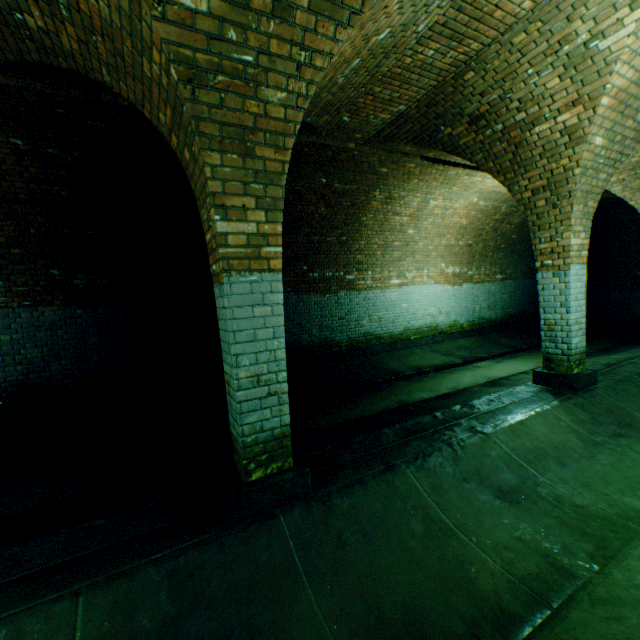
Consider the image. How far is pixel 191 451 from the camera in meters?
4.8

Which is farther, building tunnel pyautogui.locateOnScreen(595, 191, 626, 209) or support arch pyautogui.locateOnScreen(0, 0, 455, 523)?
building tunnel pyautogui.locateOnScreen(595, 191, 626, 209)

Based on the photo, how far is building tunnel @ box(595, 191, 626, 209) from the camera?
10.2 meters

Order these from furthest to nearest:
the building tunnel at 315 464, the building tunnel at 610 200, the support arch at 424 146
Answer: the building tunnel at 610 200
the support arch at 424 146
the building tunnel at 315 464

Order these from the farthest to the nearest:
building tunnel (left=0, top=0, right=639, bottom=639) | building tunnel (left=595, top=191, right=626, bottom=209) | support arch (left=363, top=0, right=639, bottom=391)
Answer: building tunnel (left=595, top=191, right=626, bottom=209) < support arch (left=363, top=0, right=639, bottom=391) < building tunnel (left=0, top=0, right=639, bottom=639)

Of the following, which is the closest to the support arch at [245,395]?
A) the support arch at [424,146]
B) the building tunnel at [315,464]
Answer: the building tunnel at [315,464]

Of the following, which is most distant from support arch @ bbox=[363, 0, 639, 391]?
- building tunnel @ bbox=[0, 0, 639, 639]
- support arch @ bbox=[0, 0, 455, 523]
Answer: support arch @ bbox=[0, 0, 455, 523]
